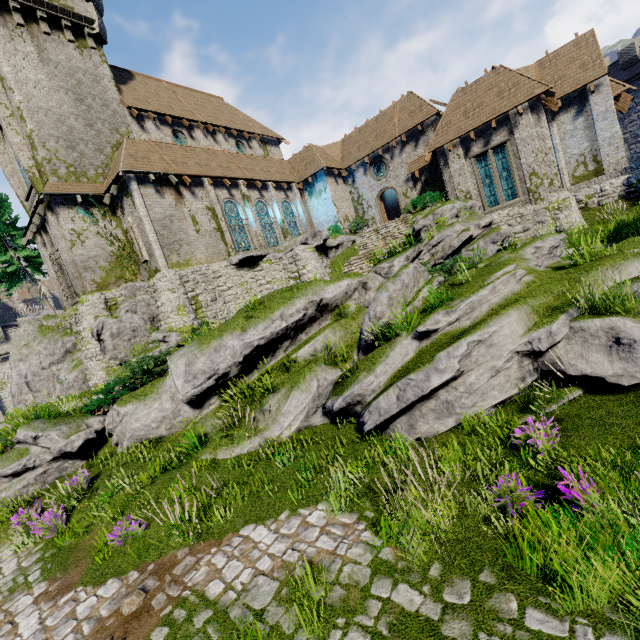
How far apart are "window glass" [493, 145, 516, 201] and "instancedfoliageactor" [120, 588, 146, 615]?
24.2m

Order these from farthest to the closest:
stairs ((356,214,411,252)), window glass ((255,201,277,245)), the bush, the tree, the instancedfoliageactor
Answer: window glass ((255,201,277,245)) → the tree → stairs ((356,214,411,252)) → the bush → the instancedfoliageactor

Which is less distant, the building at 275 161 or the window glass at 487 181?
the building at 275 161

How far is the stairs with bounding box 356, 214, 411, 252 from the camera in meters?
22.5

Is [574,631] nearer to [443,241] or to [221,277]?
[443,241]

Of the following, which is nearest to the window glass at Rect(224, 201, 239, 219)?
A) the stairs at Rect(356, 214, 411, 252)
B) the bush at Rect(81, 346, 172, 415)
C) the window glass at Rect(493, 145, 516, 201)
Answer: the stairs at Rect(356, 214, 411, 252)

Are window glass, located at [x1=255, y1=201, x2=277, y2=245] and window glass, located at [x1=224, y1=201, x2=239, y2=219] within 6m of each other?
yes

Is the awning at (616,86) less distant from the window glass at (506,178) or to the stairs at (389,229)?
the window glass at (506,178)
